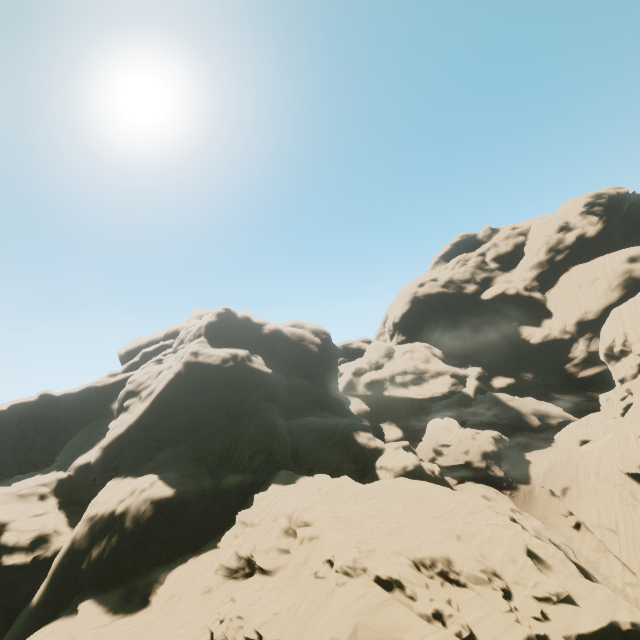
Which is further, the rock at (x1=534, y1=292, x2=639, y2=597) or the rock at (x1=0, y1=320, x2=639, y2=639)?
the rock at (x1=534, y1=292, x2=639, y2=597)

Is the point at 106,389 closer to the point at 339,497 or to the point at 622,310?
the point at 339,497

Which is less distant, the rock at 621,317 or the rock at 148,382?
the rock at 148,382
